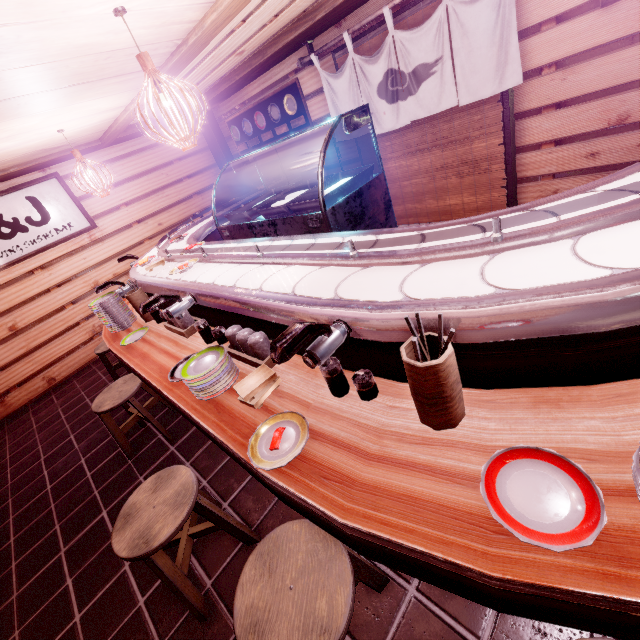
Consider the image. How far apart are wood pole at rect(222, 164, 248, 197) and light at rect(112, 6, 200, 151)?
8.6m

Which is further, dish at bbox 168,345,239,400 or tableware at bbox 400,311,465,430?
dish at bbox 168,345,239,400

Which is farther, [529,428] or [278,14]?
[278,14]

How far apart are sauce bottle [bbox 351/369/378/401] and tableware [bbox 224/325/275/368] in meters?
1.1

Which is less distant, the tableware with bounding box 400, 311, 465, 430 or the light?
the tableware with bounding box 400, 311, 465, 430

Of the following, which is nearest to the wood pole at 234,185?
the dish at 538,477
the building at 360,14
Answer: the building at 360,14

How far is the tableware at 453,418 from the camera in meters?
1.8

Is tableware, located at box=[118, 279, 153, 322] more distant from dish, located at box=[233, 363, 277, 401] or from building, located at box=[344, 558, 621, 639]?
dish, located at box=[233, 363, 277, 401]
